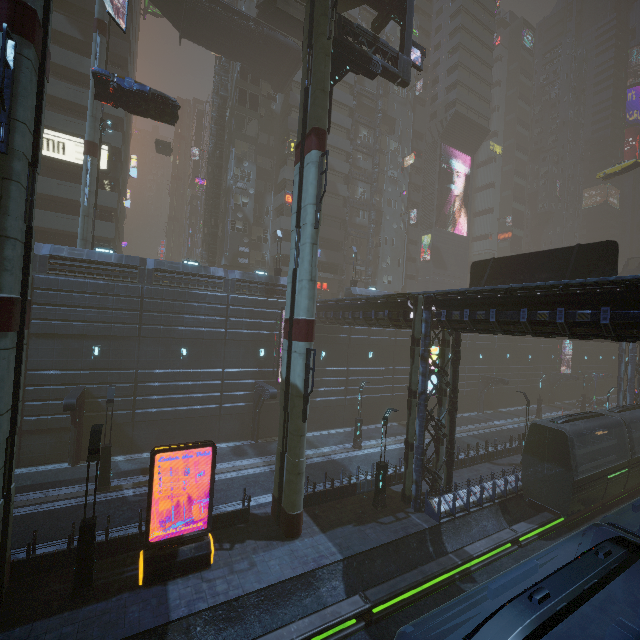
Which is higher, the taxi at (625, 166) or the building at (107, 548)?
the taxi at (625, 166)

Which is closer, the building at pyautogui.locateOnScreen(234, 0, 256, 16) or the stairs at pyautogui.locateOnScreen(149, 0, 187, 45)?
the stairs at pyautogui.locateOnScreen(149, 0, 187, 45)

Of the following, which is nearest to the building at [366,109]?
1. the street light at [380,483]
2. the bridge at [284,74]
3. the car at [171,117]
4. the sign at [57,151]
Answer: the sign at [57,151]

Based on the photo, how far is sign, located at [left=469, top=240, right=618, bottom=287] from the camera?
15.6m

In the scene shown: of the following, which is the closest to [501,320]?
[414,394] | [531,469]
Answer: [414,394]

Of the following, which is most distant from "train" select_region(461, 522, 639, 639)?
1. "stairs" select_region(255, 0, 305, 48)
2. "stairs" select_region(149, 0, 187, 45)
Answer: "stairs" select_region(149, 0, 187, 45)

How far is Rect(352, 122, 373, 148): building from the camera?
46.66m

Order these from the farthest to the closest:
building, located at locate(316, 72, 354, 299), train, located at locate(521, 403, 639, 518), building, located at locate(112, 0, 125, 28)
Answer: building, located at locate(316, 72, 354, 299), building, located at locate(112, 0, 125, 28), train, located at locate(521, 403, 639, 518)
